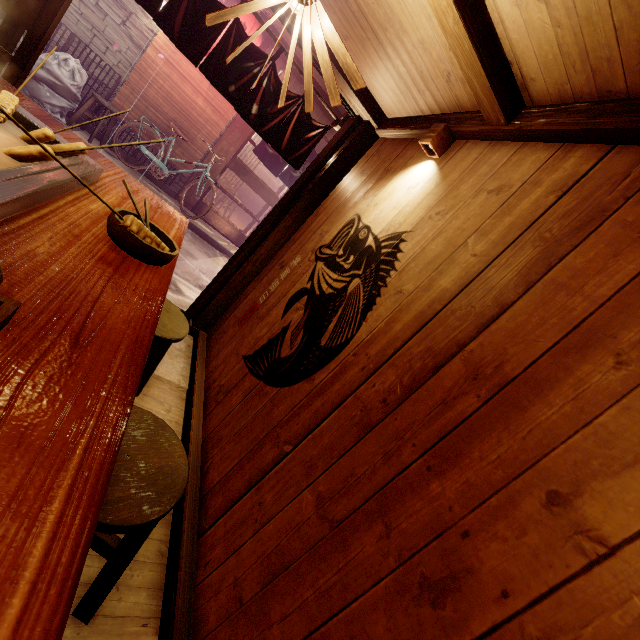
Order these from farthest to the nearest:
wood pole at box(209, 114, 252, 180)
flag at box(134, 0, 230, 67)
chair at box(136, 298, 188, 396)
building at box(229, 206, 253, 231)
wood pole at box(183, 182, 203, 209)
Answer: building at box(229, 206, 253, 231), wood pole at box(183, 182, 203, 209), wood pole at box(209, 114, 252, 180), flag at box(134, 0, 230, 67), chair at box(136, 298, 188, 396)

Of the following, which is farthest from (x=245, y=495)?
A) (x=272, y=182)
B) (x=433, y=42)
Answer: (x=272, y=182)

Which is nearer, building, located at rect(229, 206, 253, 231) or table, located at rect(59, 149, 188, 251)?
table, located at rect(59, 149, 188, 251)

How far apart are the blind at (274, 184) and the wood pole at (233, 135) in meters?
14.3

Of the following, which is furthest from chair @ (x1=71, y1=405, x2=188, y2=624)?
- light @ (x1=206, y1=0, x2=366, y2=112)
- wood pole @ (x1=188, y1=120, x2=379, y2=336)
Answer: wood pole @ (x1=188, y1=120, x2=379, y2=336)

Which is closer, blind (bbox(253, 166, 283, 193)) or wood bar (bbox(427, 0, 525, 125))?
wood bar (bbox(427, 0, 525, 125))

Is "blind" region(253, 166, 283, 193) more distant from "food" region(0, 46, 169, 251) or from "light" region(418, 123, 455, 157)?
"food" region(0, 46, 169, 251)

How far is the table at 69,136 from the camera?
2.7 meters
